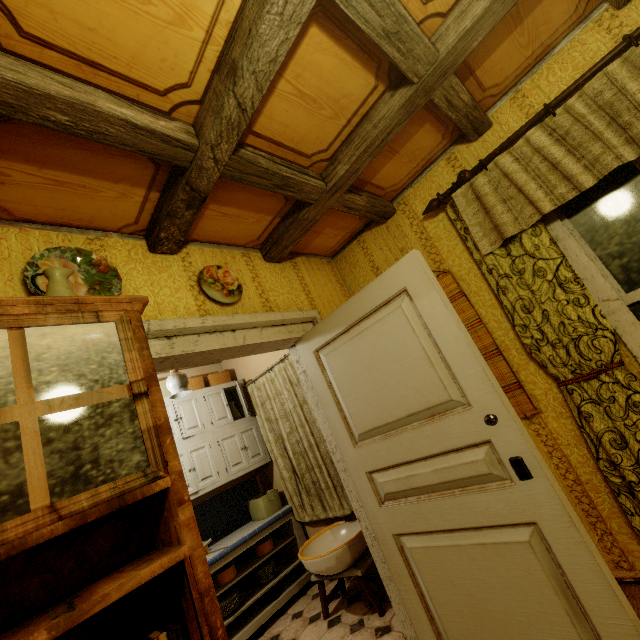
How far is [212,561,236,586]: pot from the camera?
3.12m

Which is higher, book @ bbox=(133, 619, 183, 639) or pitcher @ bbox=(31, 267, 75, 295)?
pitcher @ bbox=(31, 267, 75, 295)

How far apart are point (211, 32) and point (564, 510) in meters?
2.3 m

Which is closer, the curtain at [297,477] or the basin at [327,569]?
the basin at [327,569]

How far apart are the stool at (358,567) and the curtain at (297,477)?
0.3 meters

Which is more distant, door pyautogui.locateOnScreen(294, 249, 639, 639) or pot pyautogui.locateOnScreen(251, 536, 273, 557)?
pot pyautogui.locateOnScreen(251, 536, 273, 557)

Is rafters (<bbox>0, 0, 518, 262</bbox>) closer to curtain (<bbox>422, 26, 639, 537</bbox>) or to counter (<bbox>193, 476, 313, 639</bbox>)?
curtain (<bbox>422, 26, 639, 537</bbox>)

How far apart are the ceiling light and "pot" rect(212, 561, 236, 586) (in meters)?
1.83
